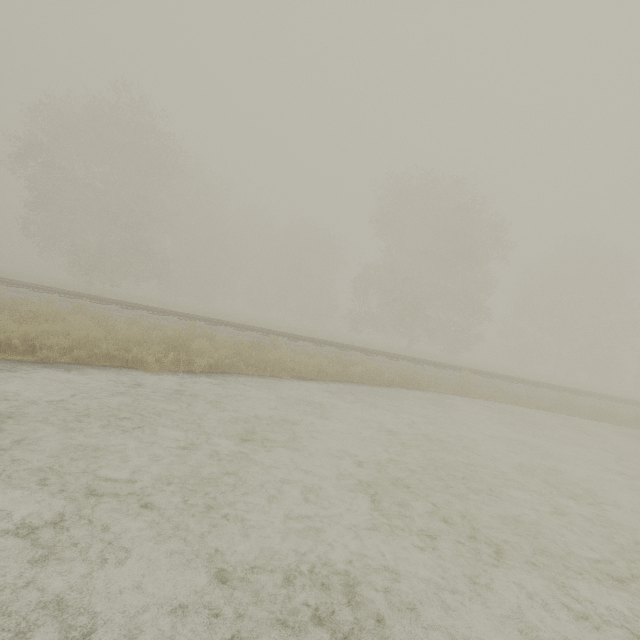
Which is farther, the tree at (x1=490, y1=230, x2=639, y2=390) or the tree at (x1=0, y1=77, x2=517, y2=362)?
the tree at (x1=490, y1=230, x2=639, y2=390)

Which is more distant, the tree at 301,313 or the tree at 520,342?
the tree at 520,342

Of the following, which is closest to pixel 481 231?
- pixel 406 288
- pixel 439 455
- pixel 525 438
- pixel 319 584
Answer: pixel 406 288
